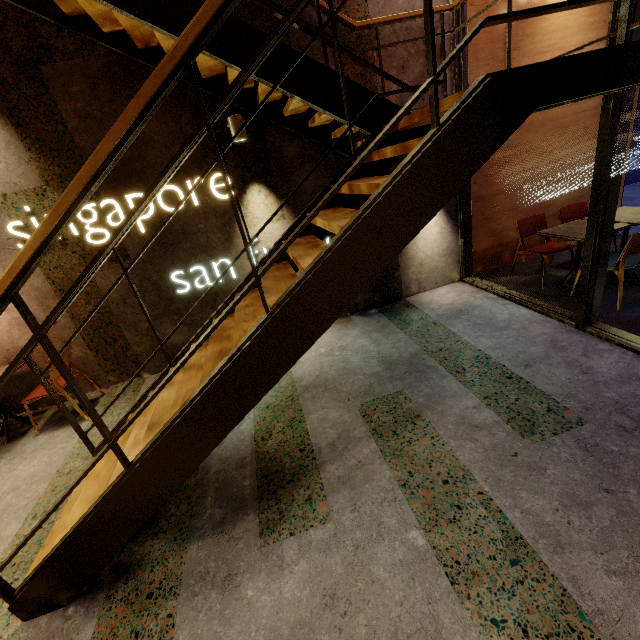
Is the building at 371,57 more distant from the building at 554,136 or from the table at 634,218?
the table at 634,218

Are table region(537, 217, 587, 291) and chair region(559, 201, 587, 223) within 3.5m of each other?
yes

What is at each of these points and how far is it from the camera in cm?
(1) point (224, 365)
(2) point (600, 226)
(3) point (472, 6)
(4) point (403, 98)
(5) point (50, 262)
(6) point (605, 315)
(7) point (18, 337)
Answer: (1) stairs, 167
(2) window frame, 288
(3) building, 382
(4) building, 402
(5) building, 382
(6) building, 349
(7) building, 404

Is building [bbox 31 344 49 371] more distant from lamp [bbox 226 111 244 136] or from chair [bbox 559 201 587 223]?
chair [bbox 559 201 587 223]

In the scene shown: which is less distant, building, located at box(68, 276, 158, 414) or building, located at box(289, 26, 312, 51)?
building, located at box(289, 26, 312, 51)

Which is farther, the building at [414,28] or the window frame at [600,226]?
the building at [414,28]

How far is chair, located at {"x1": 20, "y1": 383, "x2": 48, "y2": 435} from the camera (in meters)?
3.72

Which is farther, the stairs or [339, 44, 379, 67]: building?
[339, 44, 379, 67]: building
